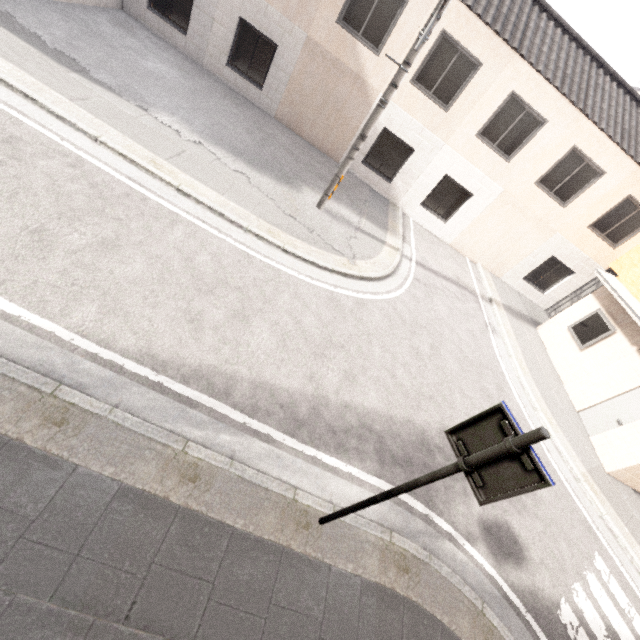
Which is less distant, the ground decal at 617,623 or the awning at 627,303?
the ground decal at 617,623

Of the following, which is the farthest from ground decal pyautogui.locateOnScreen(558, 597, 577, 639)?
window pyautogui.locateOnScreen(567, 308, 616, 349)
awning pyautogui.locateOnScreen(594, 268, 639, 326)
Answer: window pyautogui.locateOnScreen(567, 308, 616, 349)

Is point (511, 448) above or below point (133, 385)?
above

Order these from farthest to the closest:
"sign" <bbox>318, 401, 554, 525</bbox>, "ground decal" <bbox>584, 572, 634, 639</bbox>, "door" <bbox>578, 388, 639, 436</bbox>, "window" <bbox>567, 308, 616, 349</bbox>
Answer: "window" <bbox>567, 308, 616, 349</bbox> → "door" <bbox>578, 388, 639, 436</bbox> → "ground decal" <bbox>584, 572, 634, 639</bbox> → "sign" <bbox>318, 401, 554, 525</bbox>

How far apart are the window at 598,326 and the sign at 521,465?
11.16m

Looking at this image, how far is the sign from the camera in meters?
2.2

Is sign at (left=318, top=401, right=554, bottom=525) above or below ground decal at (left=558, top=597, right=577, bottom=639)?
above

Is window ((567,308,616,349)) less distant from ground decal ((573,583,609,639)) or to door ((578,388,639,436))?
door ((578,388,639,436))
